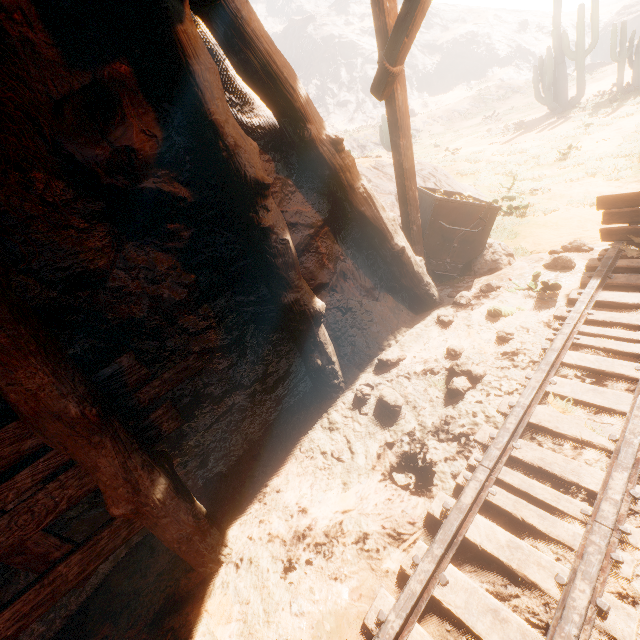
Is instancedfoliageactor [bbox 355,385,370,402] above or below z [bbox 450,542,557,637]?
above

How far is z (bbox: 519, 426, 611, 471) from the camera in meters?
2.4

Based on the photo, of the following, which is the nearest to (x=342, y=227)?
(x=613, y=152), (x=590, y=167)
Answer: (x=590, y=167)

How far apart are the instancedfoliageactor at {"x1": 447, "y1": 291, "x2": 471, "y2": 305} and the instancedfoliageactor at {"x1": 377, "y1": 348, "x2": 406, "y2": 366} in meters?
1.3

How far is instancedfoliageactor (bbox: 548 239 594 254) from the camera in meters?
5.0

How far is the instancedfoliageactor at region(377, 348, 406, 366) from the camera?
3.8m

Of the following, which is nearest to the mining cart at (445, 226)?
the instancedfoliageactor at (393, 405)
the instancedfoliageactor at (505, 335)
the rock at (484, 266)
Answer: the rock at (484, 266)

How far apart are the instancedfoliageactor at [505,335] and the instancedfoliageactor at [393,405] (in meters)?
1.40
